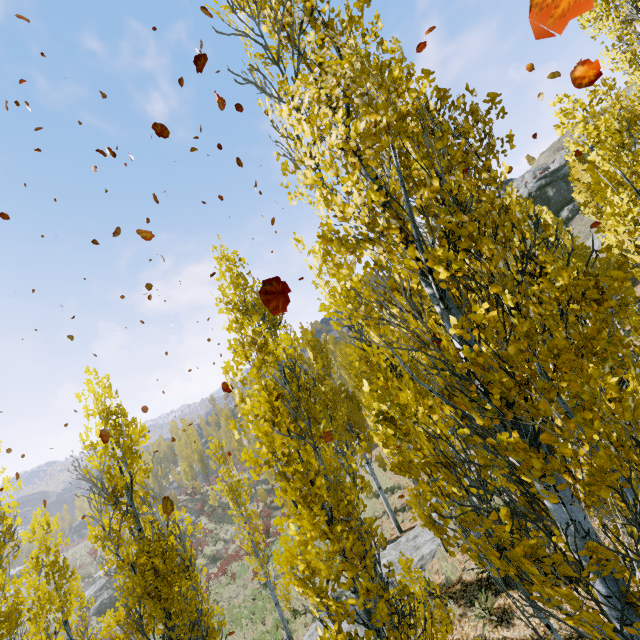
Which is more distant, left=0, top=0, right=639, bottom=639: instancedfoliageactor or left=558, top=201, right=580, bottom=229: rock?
left=558, top=201, right=580, bottom=229: rock

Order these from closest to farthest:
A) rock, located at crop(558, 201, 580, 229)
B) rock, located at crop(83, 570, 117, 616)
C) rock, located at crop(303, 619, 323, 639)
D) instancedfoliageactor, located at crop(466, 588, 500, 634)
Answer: instancedfoliageactor, located at crop(466, 588, 500, 634), rock, located at crop(303, 619, 323, 639), rock, located at crop(83, 570, 117, 616), rock, located at crop(558, 201, 580, 229)

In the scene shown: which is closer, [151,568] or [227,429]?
[151,568]

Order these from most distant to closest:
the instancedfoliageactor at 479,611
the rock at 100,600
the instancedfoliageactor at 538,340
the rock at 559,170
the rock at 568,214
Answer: the rock at 559,170
the rock at 568,214
the rock at 100,600
the instancedfoliageactor at 479,611
the instancedfoliageactor at 538,340

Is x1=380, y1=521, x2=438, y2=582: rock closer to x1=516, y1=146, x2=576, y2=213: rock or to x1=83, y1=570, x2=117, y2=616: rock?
x1=516, y1=146, x2=576, y2=213: rock

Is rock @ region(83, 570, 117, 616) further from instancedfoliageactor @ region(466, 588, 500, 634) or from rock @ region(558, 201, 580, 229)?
rock @ region(558, 201, 580, 229)

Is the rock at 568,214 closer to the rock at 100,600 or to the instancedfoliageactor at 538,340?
the instancedfoliageactor at 538,340
